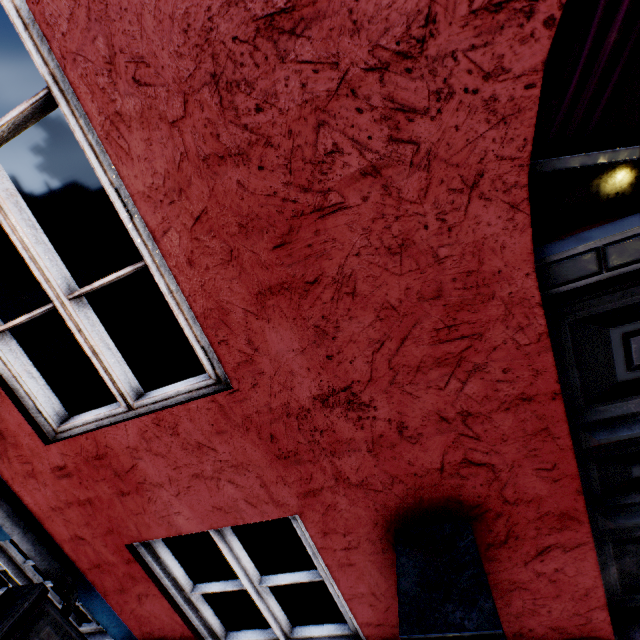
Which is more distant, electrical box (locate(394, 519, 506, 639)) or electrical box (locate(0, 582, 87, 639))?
electrical box (locate(0, 582, 87, 639))

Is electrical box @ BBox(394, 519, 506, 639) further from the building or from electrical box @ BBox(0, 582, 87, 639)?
electrical box @ BBox(0, 582, 87, 639)

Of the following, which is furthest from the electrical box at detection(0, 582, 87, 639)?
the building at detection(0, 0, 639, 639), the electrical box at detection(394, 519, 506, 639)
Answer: the electrical box at detection(394, 519, 506, 639)

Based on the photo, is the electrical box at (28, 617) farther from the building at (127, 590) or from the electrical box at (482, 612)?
the electrical box at (482, 612)

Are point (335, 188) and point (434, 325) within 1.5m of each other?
yes

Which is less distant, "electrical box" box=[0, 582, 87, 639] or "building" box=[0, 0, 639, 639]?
Answer: "building" box=[0, 0, 639, 639]

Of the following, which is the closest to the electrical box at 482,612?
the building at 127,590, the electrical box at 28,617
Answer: the building at 127,590
